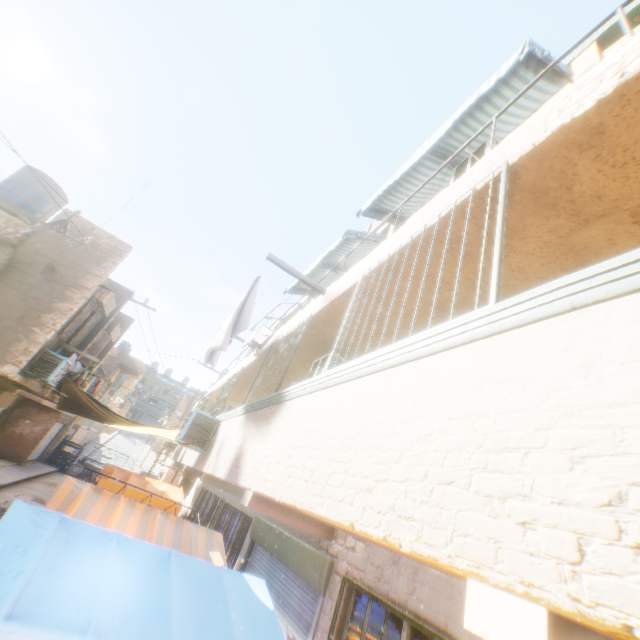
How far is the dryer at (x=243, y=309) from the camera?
5.66m

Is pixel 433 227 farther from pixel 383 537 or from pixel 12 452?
pixel 12 452

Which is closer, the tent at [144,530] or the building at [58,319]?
the tent at [144,530]

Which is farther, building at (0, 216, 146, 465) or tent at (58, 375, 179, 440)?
tent at (58, 375, 179, 440)

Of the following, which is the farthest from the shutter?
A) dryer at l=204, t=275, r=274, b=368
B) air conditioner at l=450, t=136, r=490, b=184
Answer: air conditioner at l=450, t=136, r=490, b=184

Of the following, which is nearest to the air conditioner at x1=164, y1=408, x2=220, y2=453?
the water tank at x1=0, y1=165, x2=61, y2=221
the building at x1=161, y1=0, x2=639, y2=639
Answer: the building at x1=161, y1=0, x2=639, y2=639

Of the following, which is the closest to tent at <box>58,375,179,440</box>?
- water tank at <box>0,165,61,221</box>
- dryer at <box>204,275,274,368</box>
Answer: dryer at <box>204,275,274,368</box>

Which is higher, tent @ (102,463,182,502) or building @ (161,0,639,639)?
building @ (161,0,639,639)
